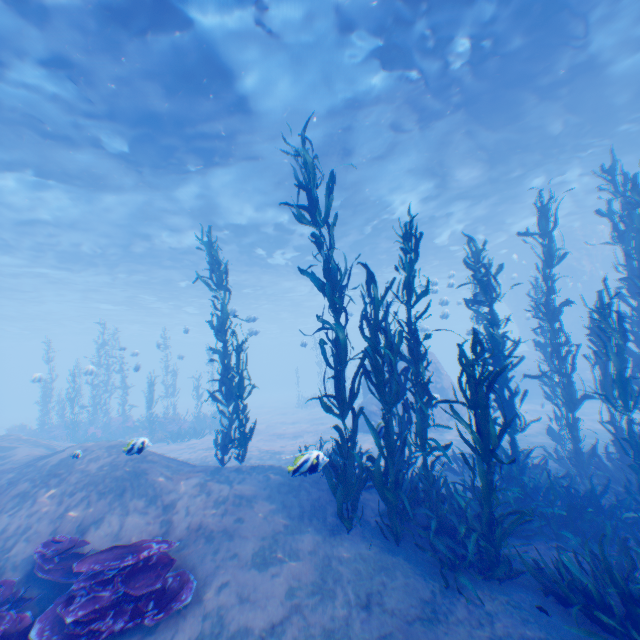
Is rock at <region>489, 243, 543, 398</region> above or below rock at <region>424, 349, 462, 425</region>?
above

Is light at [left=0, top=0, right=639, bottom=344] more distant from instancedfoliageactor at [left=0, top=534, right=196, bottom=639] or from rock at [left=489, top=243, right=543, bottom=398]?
instancedfoliageactor at [left=0, top=534, right=196, bottom=639]

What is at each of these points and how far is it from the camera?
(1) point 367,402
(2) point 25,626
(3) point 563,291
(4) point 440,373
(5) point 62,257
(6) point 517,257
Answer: (1) rock, 16.8m
(2) instancedfoliageactor, 4.0m
(3) rock, 26.9m
(4) rock, 19.7m
(5) light, 22.8m
(6) rock, 28.8m

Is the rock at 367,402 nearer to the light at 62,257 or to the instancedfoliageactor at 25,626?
the light at 62,257

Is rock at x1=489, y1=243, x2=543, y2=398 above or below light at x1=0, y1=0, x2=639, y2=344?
below

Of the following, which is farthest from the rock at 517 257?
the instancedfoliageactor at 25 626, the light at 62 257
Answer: the instancedfoliageactor at 25 626

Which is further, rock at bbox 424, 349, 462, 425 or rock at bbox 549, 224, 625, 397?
rock at bbox 549, 224, 625, 397

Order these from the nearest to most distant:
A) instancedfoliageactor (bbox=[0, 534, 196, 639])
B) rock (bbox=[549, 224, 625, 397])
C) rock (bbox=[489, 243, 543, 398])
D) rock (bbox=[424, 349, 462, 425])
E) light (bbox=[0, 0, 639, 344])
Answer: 1. instancedfoliageactor (bbox=[0, 534, 196, 639])
2. light (bbox=[0, 0, 639, 344])
3. rock (bbox=[424, 349, 462, 425])
4. rock (bbox=[549, 224, 625, 397])
5. rock (bbox=[489, 243, 543, 398])
